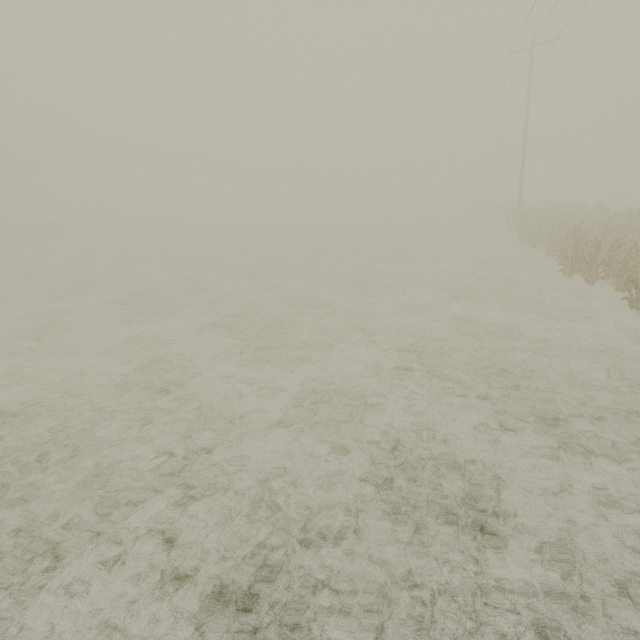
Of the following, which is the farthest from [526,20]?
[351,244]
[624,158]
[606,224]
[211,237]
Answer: [624,158]
